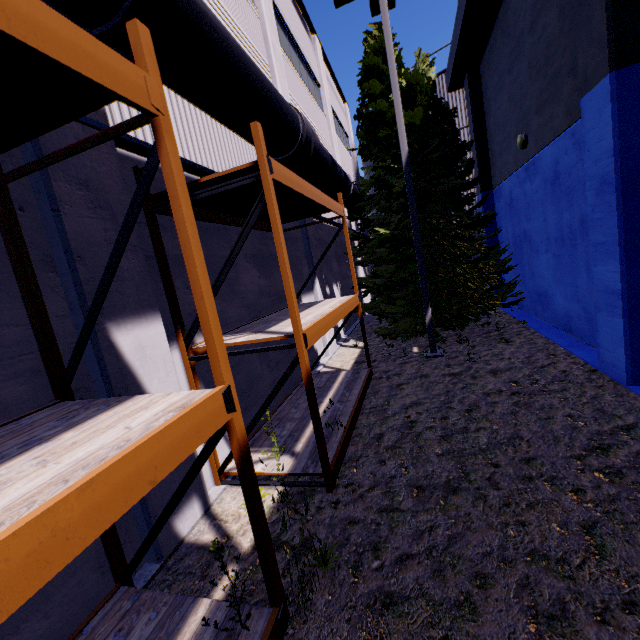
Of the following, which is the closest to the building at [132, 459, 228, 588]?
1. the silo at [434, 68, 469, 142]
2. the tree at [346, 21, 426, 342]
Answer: the tree at [346, 21, 426, 342]

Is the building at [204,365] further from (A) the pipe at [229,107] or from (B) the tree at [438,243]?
(B) the tree at [438,243]

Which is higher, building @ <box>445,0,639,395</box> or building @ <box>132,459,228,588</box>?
building @ <box>445,0,639,395</box>

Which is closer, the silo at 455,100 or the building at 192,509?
the building at 192,509

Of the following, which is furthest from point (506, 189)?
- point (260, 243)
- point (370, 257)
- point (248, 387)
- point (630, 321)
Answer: point (248, 387)

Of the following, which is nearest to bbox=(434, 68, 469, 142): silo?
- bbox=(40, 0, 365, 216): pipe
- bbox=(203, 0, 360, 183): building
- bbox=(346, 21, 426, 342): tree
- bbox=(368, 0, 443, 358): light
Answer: bbox=(203, 0, 360, 183): building

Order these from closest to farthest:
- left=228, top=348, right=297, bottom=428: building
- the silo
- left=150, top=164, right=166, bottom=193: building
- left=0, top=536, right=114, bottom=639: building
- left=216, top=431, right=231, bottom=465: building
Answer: left=0, top=536, right=114, bottom=639: building → left=150, top=164, right=166, bottom=193: building → left=216, top=431, right=231, bottom=465: building → left=228, top=348, right=297, bottom=428: building → the silo

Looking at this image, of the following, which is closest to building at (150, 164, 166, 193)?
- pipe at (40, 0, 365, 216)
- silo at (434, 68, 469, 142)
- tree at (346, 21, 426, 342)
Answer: pipe at (40, 0, 365, 216)
